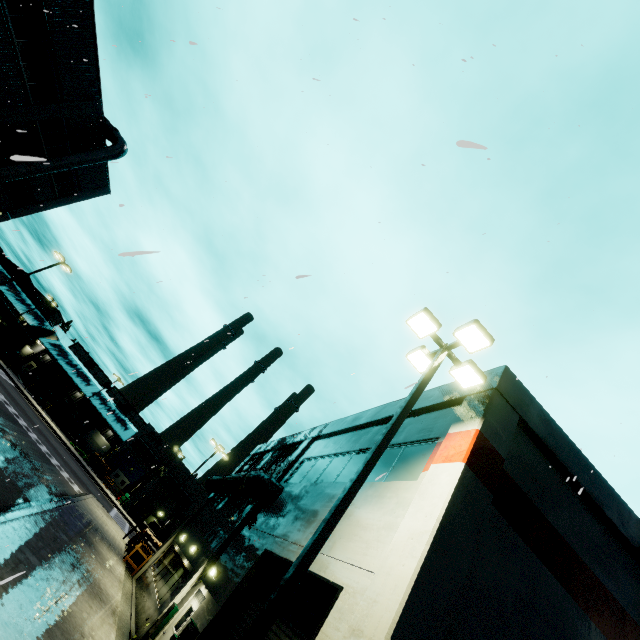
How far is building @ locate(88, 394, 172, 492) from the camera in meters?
53.5 m

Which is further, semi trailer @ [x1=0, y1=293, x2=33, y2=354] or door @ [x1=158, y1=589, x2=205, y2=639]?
semi trailer @ [x1=0, y1=293, x2=33, y2=354]

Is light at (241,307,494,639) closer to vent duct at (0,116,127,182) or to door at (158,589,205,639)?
door at (158,589,205,639)

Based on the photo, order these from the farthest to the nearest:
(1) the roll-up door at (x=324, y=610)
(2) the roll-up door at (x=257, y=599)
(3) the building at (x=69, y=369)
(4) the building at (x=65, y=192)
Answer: (3) the building at (x=69, y=369)
(4) the building at (x=65, y=192)
(2) the roll-up door at (x=257, y=599)
(1) the roll-up door at (x=324, y=610)

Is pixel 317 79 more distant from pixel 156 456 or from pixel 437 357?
pixel 156 456

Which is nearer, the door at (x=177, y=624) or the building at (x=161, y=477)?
the door at (x=177, y=624)

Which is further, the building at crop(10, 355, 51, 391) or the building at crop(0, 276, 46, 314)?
the building at crop(10, 355, 51, 391)
